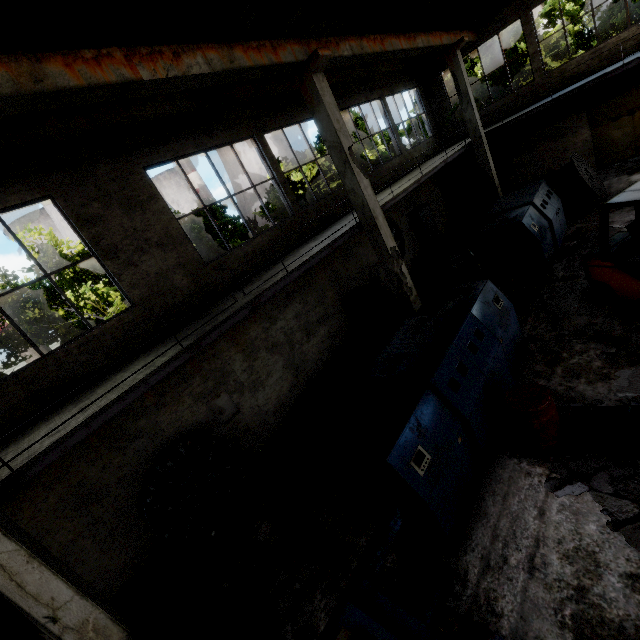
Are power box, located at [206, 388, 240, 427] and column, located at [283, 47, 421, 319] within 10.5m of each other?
yes

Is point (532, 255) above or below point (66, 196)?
below

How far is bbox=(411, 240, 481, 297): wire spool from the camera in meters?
9.8

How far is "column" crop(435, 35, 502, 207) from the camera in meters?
13.4

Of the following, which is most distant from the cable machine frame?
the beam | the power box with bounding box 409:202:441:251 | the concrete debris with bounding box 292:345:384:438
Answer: the power box with bounding box 409:202:441:251

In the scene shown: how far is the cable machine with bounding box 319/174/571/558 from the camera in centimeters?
460cm

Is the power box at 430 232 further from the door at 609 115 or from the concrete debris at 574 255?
the door at 609 115

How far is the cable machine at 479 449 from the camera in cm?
460
